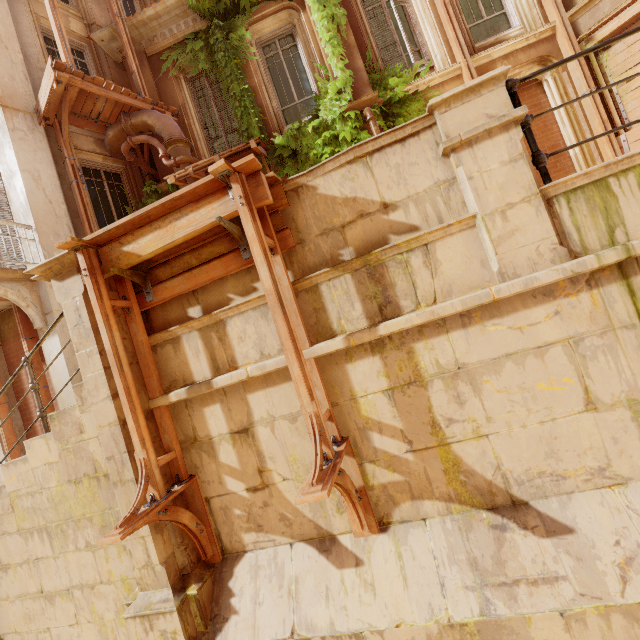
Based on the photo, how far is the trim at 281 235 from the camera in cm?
317

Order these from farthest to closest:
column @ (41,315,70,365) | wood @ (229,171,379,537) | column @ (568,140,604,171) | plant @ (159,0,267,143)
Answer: plant @ (159,0,267,143) < column @ (568,140,604,171) < column @ (41,315,70,365) < wood @ (229,171,379,537)

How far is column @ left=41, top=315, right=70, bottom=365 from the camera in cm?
657

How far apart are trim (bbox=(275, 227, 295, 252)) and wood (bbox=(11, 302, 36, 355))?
4.6m

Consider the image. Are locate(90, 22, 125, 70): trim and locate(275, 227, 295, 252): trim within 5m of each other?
no

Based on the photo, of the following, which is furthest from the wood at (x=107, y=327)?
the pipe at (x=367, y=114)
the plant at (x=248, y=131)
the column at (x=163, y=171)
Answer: the column at (x=163, y=171)

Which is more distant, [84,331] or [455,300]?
[84,331]

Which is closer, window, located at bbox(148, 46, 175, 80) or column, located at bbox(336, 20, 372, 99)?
column, located at bbox(336, 20, 372, 99)
